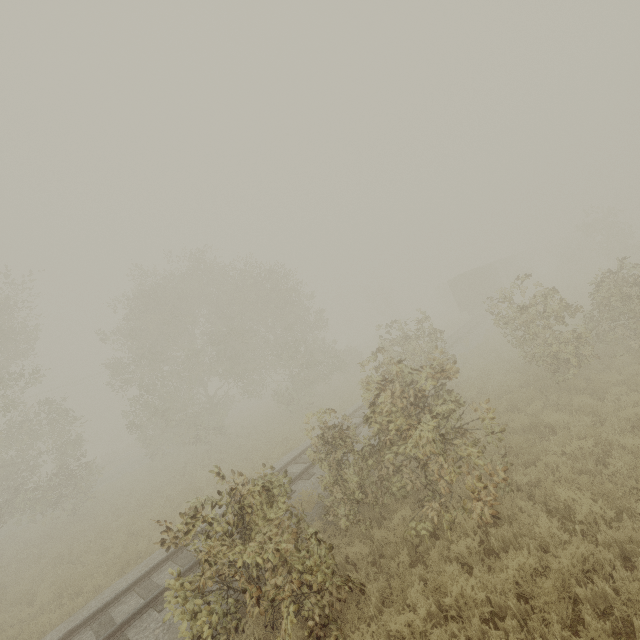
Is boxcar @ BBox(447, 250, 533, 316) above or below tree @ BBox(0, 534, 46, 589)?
above

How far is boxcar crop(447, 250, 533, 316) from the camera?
32.8m

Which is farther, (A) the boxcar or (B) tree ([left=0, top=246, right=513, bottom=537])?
(A) the boxcar

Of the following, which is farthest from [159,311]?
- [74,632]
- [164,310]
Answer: [74,632]

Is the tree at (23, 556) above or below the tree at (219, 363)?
below

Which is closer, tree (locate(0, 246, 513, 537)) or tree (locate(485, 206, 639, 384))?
tree (locate(0, 246, 513, 537))

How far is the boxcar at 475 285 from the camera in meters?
32.8

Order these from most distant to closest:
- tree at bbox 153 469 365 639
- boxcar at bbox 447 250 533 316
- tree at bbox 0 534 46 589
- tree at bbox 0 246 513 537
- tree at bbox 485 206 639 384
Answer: boxcar at bbox 447 250 533 316 → tree at bbox 0 534 46 589 → tree at bbox 485 206 639 384 → tree at bbox 0 246 513 537 → tree at bbox 153 469 365 639
